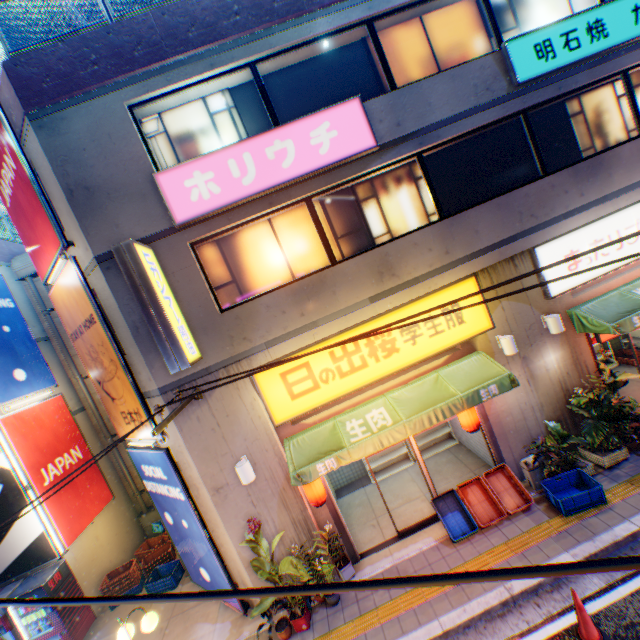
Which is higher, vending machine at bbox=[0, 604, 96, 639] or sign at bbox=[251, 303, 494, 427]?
sign at bbox=[251, 303, 494, 427]

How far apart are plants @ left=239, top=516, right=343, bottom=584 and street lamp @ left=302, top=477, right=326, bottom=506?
0.64m

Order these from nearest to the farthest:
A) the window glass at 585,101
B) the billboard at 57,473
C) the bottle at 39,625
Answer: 1. the window glass at 585,101
2. the bottle at 39,625
3. the billboard at 57,473

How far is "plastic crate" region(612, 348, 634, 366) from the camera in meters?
10.7

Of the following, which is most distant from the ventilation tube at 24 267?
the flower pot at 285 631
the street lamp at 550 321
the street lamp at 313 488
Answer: the street lamp at 550 321

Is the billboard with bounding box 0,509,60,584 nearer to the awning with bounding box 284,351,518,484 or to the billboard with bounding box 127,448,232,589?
the billboard with bounding box 127,448,232,589

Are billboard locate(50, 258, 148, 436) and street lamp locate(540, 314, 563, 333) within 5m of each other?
no

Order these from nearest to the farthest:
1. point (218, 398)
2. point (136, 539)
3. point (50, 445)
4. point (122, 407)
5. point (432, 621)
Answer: point (432, 621) → point (218, 398) → point (122, 407) → point (50, 445) → point (136, 539)
